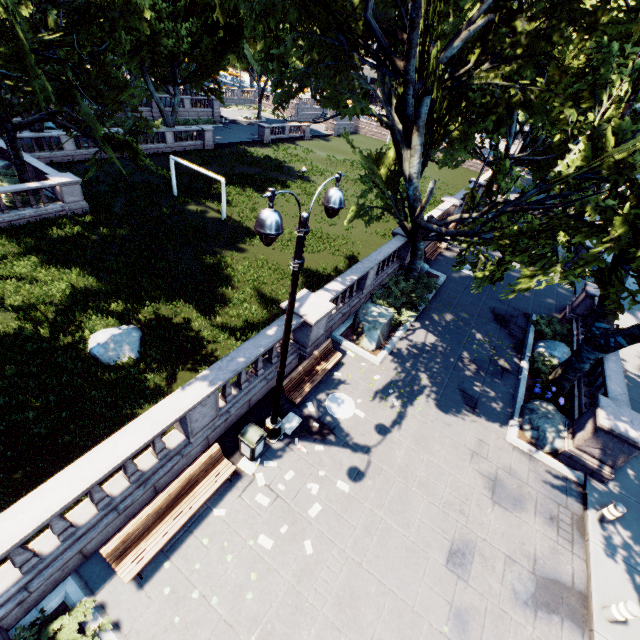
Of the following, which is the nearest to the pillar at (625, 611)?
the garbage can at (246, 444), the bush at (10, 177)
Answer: the garbage can at (246, 444)

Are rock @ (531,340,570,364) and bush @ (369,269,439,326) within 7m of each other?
yes

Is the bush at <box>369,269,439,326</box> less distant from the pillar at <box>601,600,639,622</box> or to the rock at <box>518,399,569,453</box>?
the rock at <box>518,399,569,453</box>

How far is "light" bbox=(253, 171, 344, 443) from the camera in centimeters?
464cm

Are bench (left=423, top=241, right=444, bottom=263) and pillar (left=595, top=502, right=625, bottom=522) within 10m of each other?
no

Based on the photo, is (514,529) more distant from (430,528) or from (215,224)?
(215,224)

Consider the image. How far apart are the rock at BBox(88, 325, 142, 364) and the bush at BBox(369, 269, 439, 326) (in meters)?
10.46

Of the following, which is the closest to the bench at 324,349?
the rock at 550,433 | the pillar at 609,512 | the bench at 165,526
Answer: the bench at 165,526
